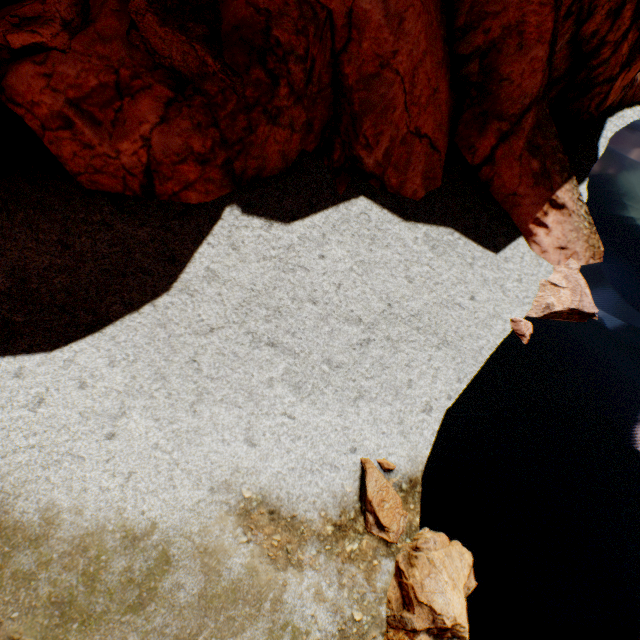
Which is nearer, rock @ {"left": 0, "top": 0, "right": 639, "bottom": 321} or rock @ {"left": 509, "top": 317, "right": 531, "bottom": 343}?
rock @ {"left": 0, "top": 0, "right": 639, "bottom": 321}

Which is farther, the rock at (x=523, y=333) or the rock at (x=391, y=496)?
the rock at (x=523, y=333)

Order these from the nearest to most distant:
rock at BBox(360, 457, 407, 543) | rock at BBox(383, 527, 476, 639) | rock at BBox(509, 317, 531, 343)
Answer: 1. rock at BBox(383, 527, 476, 639)
2. rock at BBox(360, 457, 407, 543)
3. rock at BBox(509, 317, 531, 343)

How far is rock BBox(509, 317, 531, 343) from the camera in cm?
1003

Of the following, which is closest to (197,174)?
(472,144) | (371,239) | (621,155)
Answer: (371,239)

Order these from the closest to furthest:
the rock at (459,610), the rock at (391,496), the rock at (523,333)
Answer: the rock at (459,610), the rock at (391,496), the rock at (523,333)
